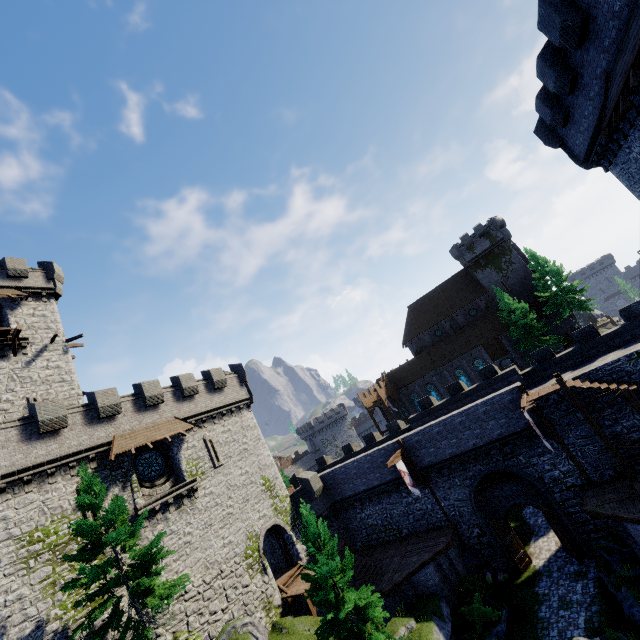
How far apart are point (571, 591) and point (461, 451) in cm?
879

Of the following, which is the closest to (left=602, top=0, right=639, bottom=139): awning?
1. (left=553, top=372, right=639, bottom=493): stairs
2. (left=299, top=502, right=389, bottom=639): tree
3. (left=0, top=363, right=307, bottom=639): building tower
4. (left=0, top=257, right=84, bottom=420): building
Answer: (left=553, top=372, right=639, bottom=493): stairs

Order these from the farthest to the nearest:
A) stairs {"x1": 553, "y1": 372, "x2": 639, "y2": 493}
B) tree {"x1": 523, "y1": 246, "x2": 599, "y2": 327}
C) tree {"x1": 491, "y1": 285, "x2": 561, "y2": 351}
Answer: tree {"x1": 491, "y1": 285, "x2": 561, "y2": 351} → tree {"x1": 523, "y1": 246, "x2": 599, "y2": 327} → stairs {"x1": 553, "y1": 372, "x2": 639, "y2": 493}

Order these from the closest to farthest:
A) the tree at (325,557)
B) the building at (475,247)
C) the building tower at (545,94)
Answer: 1. the building tower at (545,94)
2. the tree at (325,557)
3. the building at (475,247)

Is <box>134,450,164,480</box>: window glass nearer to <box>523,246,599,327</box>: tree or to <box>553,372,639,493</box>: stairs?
<box>553,372,639,493</box>: stairs

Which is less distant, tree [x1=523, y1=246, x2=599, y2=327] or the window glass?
the window glass

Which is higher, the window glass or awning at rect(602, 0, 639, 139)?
awning at rect(602, 0, 639, 139)

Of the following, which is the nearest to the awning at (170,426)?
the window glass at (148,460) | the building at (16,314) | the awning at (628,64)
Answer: the window glass at (148,460)
